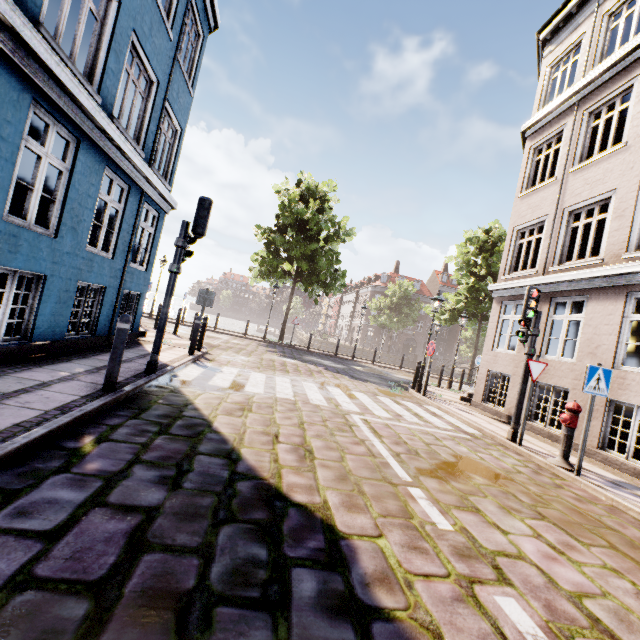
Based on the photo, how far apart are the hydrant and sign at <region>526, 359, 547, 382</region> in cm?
81

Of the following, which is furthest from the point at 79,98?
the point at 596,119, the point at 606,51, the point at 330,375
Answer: the point at 596,119

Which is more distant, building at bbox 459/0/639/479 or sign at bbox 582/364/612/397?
building at bbox 459/0/639/479

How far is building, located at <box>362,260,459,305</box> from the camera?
55.3 meters

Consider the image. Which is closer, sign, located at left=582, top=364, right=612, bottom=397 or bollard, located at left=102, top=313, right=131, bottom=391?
bollard, located at left=102, top=313, right=131, bottom=391

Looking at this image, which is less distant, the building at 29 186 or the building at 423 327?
the building at 29 186

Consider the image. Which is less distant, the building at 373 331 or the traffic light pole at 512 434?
the traffic light pole at 512 434

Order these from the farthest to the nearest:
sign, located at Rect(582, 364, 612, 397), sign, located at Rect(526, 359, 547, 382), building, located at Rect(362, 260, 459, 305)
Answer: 1. building, located at Rect(362, 260, 459, 305)
2. sign, located at Rect(526, 359, 547, 382)
3. sign, located at Rect(582, 364, 612, 397)
